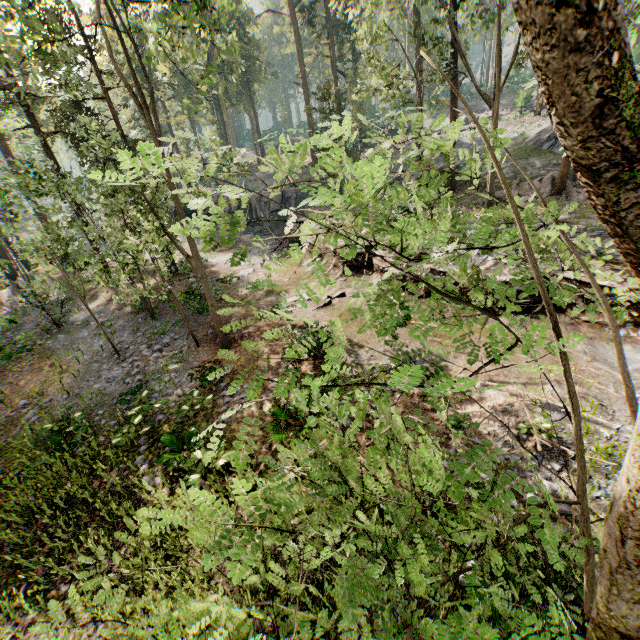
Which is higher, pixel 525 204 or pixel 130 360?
pixel 525 204

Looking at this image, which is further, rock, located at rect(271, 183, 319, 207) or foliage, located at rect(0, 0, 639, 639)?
rock, located at rect(271, 183, 319, 207)

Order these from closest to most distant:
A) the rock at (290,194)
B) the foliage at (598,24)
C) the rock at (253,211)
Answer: the foliage at (598,24), the rock at (253,211), the rock at (290,194)

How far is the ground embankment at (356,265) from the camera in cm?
1774

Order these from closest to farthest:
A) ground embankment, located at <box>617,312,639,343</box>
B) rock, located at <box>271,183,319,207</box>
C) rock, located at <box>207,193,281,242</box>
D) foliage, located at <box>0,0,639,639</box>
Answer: foliage, located at <box>0,0,639,639</box> → ground embankment, located at <box>617,312,639,343</box> → rock, located at <box>207,193,281,242</box> → rock, located at <box>271,183,319,207</box>

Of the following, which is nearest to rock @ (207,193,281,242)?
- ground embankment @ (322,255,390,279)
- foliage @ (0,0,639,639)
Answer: ground embankment @ (322,255,390,279)

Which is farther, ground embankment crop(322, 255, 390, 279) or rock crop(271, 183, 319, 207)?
rock crop(271, 183, 319, 207)

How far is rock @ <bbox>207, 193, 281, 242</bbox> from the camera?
32.5m
